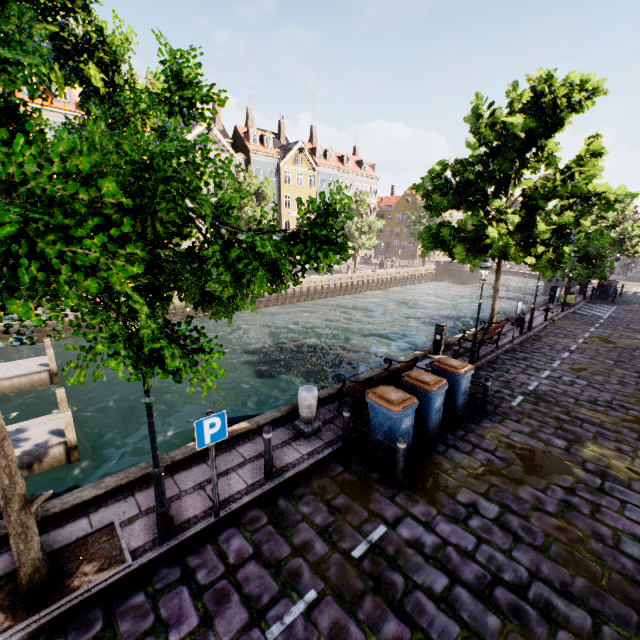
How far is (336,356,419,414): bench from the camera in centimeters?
778cm

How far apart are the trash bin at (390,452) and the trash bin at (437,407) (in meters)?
0.44

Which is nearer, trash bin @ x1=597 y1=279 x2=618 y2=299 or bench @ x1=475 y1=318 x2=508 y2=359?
bench @ x1=475 y1=318 x2=508 y2=359

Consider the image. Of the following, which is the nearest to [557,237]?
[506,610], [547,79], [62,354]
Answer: [547,79]

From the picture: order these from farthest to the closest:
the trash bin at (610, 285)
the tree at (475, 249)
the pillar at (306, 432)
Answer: the trash bin at (610, 285), the tree at (475, 249), the pillar at (306, 432)

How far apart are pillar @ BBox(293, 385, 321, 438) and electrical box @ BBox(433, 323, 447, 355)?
7.0m

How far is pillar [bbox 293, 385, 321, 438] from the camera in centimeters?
736cm

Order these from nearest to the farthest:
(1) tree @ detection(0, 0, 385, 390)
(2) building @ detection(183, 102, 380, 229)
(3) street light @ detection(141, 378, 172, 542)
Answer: (1) tree @ detection(0, 0, 385, 390) → (3) street light @ detection(141, 378, 172, 542) → (2) building @ detection(183, 102, 380, 229)
